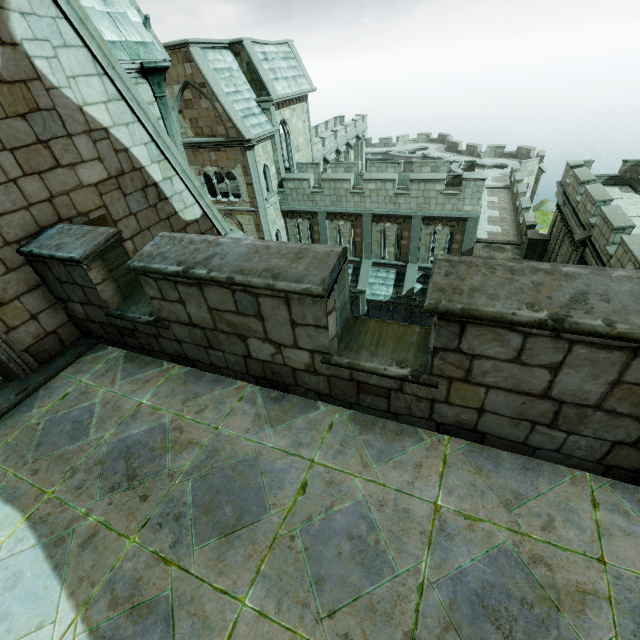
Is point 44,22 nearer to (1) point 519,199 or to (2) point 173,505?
(2) point 173,505

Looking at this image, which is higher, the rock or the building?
the building

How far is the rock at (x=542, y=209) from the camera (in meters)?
46.41

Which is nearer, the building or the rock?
the building

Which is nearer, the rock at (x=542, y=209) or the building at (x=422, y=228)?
the building at (x=422, y=228)

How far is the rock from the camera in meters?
46.4
